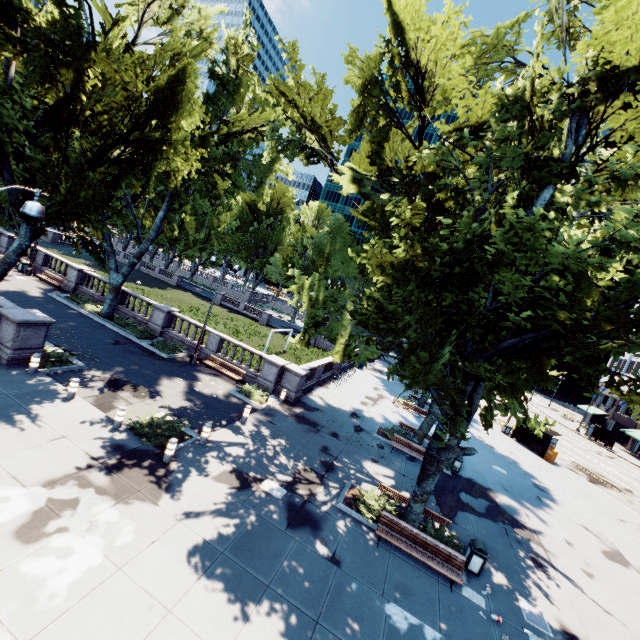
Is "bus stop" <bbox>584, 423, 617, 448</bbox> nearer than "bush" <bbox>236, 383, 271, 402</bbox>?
No

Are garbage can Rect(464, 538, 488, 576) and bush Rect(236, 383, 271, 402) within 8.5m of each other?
no

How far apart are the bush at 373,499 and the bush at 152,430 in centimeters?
699cm

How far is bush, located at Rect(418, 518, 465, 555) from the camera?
11.8 meters

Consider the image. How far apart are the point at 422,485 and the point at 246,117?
23.4 meters

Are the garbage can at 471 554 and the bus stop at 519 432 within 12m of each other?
no

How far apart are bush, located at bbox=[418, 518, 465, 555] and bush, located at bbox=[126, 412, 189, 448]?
9.3m

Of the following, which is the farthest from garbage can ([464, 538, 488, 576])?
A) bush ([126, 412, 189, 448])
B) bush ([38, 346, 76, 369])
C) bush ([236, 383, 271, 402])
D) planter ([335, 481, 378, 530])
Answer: bush ([38, 346, 76, 369])
